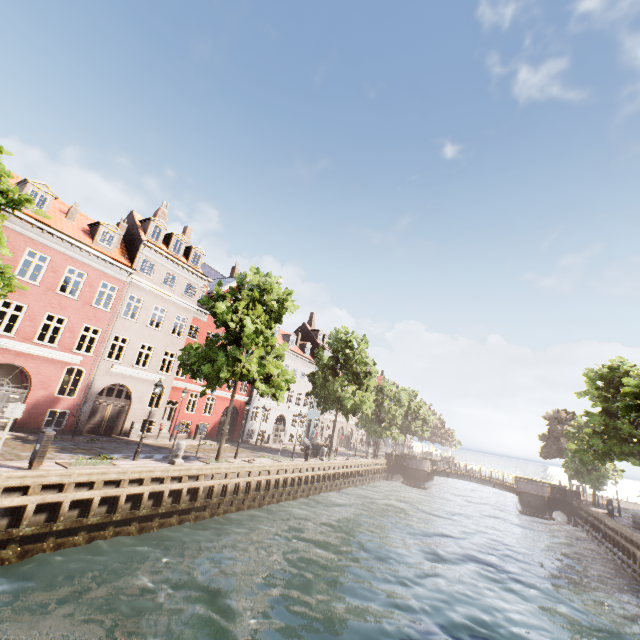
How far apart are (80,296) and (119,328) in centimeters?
315cm

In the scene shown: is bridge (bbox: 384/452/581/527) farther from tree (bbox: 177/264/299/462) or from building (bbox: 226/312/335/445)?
building (bbox: 226/312/335/445)

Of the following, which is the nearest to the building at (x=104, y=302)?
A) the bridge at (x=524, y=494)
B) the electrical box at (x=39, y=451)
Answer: the bridge at (x=524, y=494)

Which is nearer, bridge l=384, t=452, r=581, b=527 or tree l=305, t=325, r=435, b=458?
tree l=305, t=325, r=435, b=458

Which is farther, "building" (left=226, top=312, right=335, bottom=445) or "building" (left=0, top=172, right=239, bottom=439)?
"building" (left=226, top=312, right=335, bottom=445)

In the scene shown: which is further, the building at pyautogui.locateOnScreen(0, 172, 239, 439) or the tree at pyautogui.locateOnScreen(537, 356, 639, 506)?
the tree at pyautogui.locateOnScreen(537, 356, 639, 506)

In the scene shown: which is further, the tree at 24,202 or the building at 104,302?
the building at 104,302

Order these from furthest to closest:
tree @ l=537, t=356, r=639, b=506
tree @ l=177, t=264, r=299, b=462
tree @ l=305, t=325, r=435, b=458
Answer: tree @ l=305, t=325, r=435, b=458, tree @ l=537, t=356, r=639, b=506, tree @ l=177, t=264, r=299, b=462
